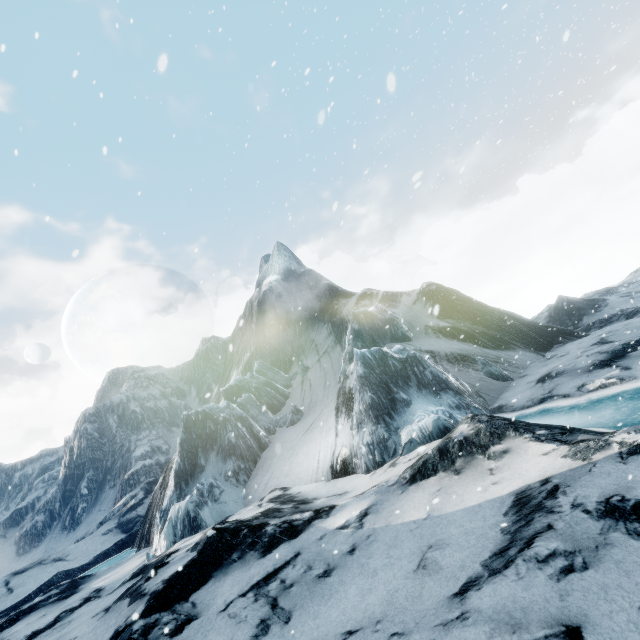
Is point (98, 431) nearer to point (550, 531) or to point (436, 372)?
point (436, 372)
